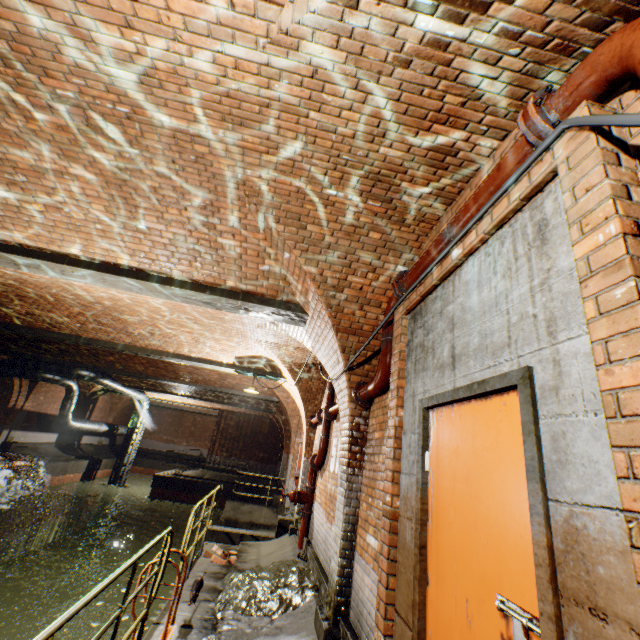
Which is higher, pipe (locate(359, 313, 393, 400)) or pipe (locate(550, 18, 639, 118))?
pipe (locate(550, 18, 639, 118))

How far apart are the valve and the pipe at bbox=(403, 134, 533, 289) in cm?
570

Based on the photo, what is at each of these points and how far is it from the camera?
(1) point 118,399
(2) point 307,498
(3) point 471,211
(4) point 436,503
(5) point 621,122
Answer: (1) support arch, 26.02m
(2) valve, 7.23m
(3) pipe, 2.39m
(4) door, 2.27m
(5) wire, 1.23m

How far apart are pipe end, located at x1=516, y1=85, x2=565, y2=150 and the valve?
7.4m

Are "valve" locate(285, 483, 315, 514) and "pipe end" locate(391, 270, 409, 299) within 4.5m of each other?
no

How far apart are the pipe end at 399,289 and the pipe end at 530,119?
1.8m

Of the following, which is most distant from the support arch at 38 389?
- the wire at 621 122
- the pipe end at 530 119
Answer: the pipe end at 530 119

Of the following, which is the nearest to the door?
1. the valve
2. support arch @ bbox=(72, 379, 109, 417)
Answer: the valve
